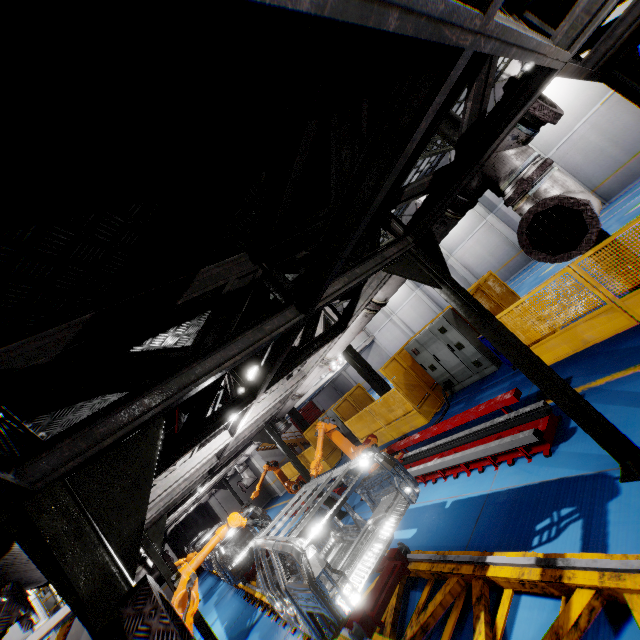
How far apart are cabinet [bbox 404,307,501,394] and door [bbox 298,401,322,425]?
28.9m

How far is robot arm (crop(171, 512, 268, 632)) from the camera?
4.8 meters

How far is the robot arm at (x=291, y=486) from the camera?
11.9 meters

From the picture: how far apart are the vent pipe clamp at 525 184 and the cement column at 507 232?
20.2 meters

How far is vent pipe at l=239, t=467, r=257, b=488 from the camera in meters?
15.0

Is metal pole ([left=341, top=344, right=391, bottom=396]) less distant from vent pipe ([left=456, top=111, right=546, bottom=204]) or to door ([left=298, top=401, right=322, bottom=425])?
vent pipe ([left=456, top=111, right=546, bottom=204])

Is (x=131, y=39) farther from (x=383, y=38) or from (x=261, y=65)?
(x=383, y=38)
